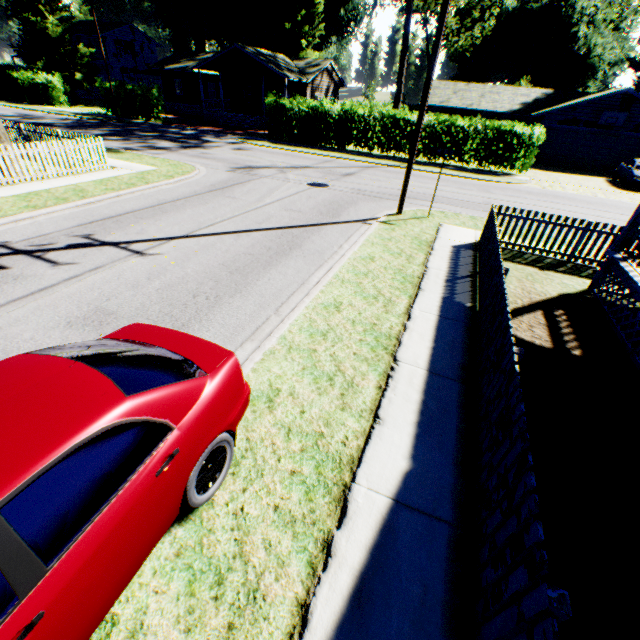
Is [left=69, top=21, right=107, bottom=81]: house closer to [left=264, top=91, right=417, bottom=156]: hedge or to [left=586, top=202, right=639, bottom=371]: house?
[left=264, top=91, right=417, bottom=156]: hedge

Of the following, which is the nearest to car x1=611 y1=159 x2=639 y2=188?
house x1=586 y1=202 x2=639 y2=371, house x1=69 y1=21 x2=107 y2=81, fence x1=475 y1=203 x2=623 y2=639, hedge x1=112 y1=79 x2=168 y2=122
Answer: house x1=586 y1=202 x2=639 y2=371

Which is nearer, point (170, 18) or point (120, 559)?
point (120, 559)

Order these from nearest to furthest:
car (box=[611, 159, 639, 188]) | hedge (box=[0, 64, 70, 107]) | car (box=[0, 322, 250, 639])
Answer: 1. car (box=[0, 322, 250, 639])
2. car (box=[611, 159, 639, 188])
3. hedge (box=[0, 64, 70, 107])

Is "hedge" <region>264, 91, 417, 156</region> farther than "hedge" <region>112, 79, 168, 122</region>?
No

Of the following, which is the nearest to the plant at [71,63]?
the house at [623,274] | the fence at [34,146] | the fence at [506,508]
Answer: the fence at [34,146]

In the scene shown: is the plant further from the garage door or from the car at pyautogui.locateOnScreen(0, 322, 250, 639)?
the garage door

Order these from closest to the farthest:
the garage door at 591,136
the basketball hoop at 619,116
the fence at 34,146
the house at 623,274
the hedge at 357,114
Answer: the house at 623,274
the fence at 34,146
the hedge at 357,114
the basketball hoop at 619,116
the garage door at 591,136
